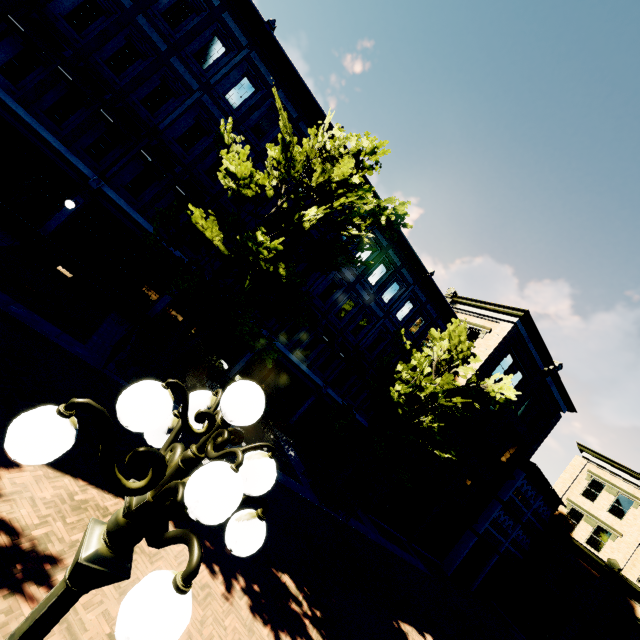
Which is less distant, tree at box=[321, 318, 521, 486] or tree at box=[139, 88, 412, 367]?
tree at box=[139, 88, 412, 367]

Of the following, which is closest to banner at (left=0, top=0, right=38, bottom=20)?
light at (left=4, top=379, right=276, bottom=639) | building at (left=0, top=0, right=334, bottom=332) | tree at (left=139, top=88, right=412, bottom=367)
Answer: building at (left=0, top=0, right=334, bottom=332)

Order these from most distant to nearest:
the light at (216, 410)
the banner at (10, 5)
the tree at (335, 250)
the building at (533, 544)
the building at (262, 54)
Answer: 1. the building at (533, 544)
2. the building at (262, 54)
3. the banner at (10, 5)
4. the tree at (335, 250)
5. the light at (216, 410)

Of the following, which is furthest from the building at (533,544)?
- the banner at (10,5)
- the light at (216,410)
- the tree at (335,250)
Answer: the light at (216,410)

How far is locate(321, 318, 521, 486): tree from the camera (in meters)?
13.38

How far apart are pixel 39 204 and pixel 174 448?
15.7m

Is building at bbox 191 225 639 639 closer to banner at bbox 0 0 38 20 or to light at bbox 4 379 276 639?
banner at bbox 0 0 38 20

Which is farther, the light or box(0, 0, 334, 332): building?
box(0, 0, 334, 332): building
